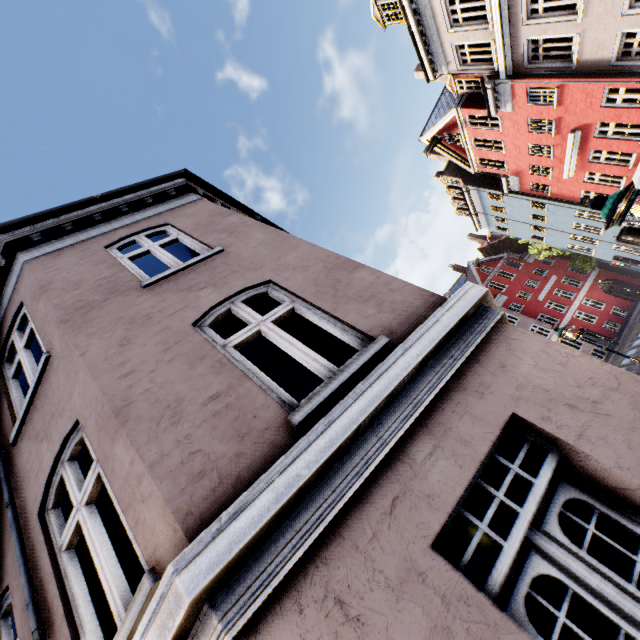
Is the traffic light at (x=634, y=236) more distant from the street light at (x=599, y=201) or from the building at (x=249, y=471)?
the building at (x=249, y=471)

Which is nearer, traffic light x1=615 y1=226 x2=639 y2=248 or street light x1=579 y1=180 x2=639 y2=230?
street light x1=579 y1=180 x2=639 y2=230

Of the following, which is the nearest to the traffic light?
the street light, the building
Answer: the street light

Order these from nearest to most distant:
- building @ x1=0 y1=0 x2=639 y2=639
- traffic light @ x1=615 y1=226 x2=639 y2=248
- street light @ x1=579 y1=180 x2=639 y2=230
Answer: building @ x1=0 y1=0 x2=639 y2=639 → street light @ x1=579 y1=180 x2=639 y2=230 → traffic light @ x1=615 y1=226 x2=639 y2=248

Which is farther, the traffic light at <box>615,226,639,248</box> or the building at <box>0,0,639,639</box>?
the traffic light at <box>615,226,639,248</box>

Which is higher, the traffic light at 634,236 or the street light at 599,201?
the street light at 599,201

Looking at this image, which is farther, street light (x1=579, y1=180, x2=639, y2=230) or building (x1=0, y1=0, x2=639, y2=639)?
street light (x1=579, y1=180, x2=639, y2=230)

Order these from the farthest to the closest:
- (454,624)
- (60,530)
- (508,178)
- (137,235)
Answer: (508,178), (137,235), (60,530), (454,624)
